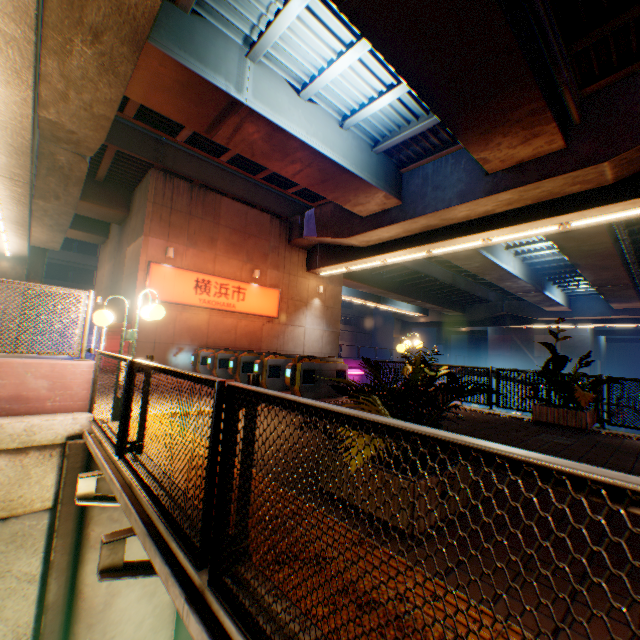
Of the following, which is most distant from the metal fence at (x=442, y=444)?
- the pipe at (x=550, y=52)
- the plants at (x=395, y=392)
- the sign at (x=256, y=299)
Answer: the sign at (x=256, y=299)

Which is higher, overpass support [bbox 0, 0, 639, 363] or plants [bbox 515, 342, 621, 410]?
overpass support [bbox 0, 0, 639, 363]

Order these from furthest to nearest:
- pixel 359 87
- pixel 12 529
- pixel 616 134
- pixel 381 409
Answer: pixel 359 87 → pixel 616 134 → pixel 12 529 → pixel 381 409

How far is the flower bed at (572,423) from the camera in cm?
709

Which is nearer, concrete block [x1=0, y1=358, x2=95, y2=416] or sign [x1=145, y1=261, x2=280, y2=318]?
concrete block [x1=0, y1=358, x2=95, y2=416]

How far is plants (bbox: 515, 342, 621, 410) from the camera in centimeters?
704cm

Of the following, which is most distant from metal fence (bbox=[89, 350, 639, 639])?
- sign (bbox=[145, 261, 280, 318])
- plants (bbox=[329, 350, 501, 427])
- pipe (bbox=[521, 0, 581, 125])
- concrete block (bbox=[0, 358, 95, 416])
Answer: sign (bbox=[145, 261, 280, 318])

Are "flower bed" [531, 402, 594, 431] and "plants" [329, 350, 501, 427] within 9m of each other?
yes
